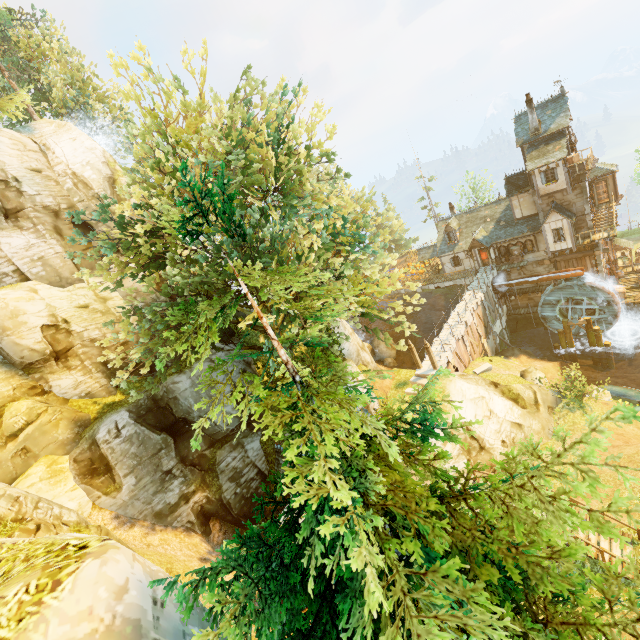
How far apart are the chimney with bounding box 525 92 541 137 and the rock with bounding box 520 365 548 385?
20.88m

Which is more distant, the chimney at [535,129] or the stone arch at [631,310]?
the stone arch at [631,310]

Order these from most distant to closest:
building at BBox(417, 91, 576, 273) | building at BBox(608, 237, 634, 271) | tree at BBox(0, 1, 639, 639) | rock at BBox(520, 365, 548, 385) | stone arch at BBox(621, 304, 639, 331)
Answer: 1. building at BBox(608, 237, 634, 271)
2. stone arch at BBox(621, 304, 639, 331)
3. building at BBox(417, 91, 576, 273)
4. rock at BBox(520, 365, 548, 385)
5. tree at BBox(0, 1, 639, 639)

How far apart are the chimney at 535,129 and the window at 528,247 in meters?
9.3

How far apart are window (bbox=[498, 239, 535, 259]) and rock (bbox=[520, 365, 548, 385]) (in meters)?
14.02

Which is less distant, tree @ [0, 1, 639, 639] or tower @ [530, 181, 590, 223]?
tree @ [0, 1, 639, 639]

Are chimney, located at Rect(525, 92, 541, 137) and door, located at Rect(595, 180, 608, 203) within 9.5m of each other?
yes

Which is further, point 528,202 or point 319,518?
point 528,202
